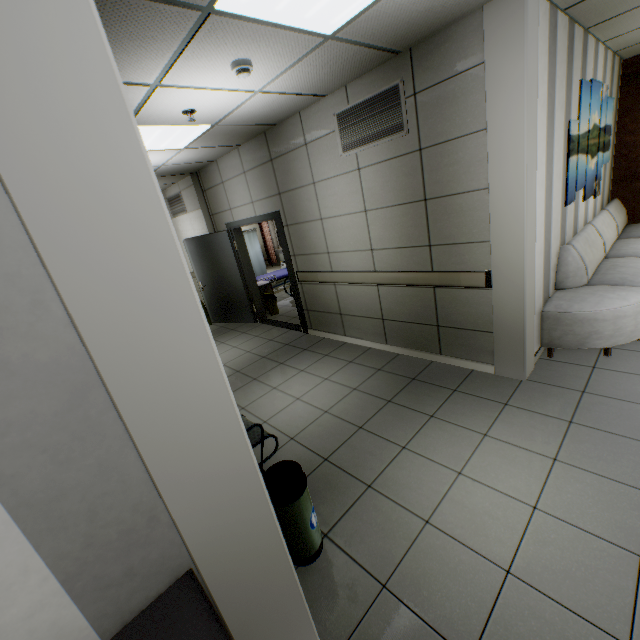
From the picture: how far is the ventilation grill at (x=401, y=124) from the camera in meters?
3.2 m

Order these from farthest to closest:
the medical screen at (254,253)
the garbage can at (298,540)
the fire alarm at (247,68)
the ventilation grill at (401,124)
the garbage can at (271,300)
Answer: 1. the medical screen at (254,253)
2. the garbage can at (271,300)
3. the ventilation grill at (401,124)
4. the fire alarm at (247,68)
5. the garbage can at (298,540)

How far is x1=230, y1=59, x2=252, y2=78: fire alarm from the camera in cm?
245

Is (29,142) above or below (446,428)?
above

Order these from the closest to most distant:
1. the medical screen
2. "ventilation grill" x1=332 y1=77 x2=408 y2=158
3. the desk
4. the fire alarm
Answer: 1. the desk
2. the fire alarm
3. "ventilation grill" x1=332 y1=77 x2=408 y2=158
4. the medical screen

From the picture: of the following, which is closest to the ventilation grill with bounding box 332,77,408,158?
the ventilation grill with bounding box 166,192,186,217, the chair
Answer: the chair

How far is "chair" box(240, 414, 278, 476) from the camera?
2.5m

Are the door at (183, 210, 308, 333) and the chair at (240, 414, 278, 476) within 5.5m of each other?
yes
